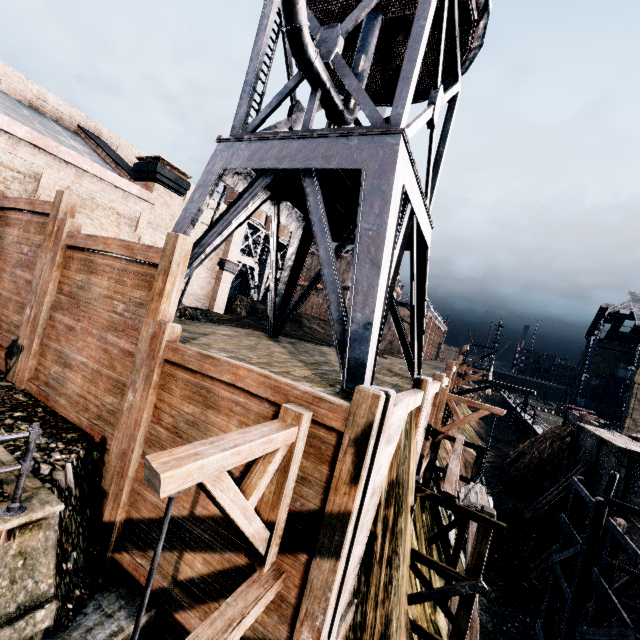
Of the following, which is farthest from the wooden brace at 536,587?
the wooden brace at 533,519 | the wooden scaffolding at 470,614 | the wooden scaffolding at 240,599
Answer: the wooden scaffolding at 240,599

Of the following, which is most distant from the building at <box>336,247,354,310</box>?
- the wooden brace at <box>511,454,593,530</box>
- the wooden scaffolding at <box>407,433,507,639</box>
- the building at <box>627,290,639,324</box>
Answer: the wooden scaffolding at <box>407,433,507,639</box>

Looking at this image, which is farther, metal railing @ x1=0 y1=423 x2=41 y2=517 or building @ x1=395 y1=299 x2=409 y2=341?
building @ x1=395 y1=299 x2=409 y2=341

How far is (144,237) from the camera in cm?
1703

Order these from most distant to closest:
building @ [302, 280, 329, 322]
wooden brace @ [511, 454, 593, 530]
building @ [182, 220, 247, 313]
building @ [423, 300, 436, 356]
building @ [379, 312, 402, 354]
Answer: building @ [302, 280, 329, 322] < building @ [379, 312, 402, 354] < building @ [423, 300, 436, 356] < building @ [182, 220, 247, 313] < wooden brace @ [511, 454, 593, 530]

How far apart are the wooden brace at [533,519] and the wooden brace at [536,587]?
4.8m

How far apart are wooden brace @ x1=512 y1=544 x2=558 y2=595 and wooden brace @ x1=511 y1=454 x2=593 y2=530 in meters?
4.8 m

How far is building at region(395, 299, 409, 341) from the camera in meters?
52.3
